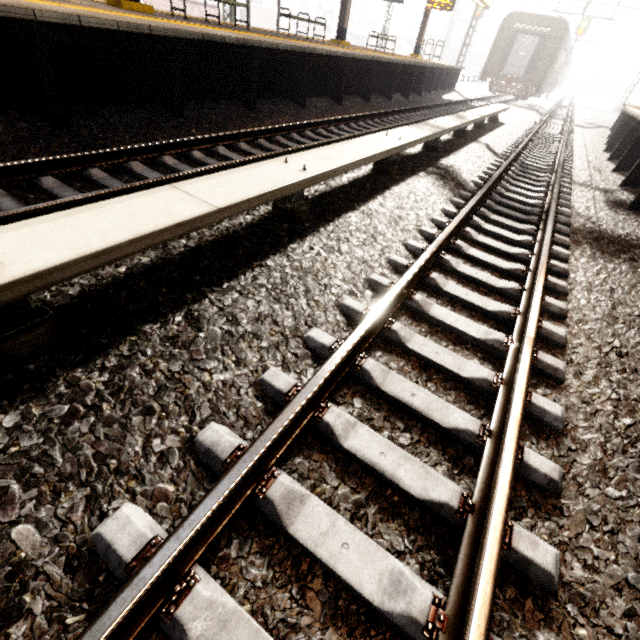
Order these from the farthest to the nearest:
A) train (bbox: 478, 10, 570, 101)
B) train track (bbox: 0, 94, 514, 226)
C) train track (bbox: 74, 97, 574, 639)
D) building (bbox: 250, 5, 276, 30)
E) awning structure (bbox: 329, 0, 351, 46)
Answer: building (bbox: 250, 5, 276, 30) → train (bbox: 478, 10, 570, 101) → awning structure (bbox: 329, 0, 351, 46) → train track (bbox: 0, 94, 514, 226) → train track (bbox: 74, 97, 574, 639)

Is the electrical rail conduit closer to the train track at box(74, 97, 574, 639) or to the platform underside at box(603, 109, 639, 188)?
the train track at box(74, 97, 574, 639)

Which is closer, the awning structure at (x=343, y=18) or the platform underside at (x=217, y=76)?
the platform underside at (x=217, y=76)

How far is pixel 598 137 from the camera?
14.8 meters

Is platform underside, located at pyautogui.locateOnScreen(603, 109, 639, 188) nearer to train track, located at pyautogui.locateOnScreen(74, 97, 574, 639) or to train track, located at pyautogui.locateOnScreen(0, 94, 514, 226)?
train track, located at pyautogui.locateOnScreen(74, 97, 574, 639)

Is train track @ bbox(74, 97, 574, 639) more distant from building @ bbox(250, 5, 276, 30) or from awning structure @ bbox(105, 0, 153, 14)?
building @ bbox(250, 5, 276, 30)

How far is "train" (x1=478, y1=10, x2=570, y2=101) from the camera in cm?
2022

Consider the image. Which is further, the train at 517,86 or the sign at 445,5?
the train at 517,86
